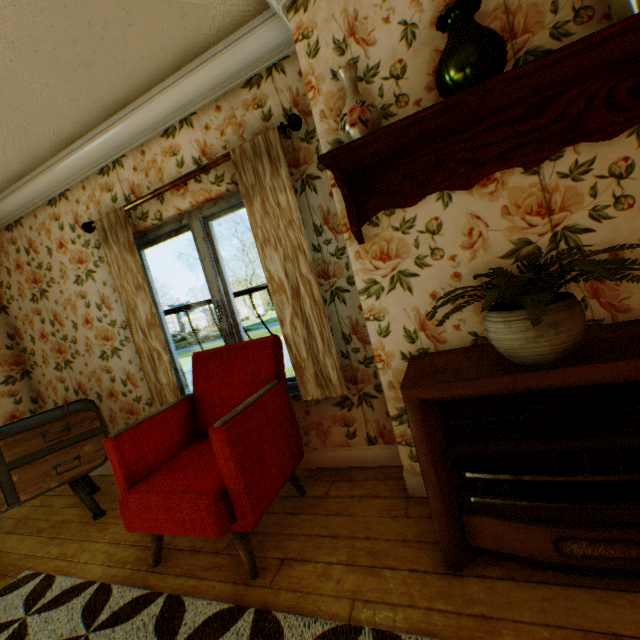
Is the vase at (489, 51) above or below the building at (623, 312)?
above

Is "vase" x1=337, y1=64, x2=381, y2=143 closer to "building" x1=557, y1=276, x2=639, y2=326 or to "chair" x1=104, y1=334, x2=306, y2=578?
"building" x1=557, y1=276, x2=639, y2=326

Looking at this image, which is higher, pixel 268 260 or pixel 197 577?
pixel 268 260

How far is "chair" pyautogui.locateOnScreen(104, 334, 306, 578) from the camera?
1.7m

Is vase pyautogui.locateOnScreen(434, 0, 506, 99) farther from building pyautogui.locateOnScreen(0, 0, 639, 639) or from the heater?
the heater

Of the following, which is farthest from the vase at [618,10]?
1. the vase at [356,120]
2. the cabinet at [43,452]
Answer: the cabinet at [43,452]

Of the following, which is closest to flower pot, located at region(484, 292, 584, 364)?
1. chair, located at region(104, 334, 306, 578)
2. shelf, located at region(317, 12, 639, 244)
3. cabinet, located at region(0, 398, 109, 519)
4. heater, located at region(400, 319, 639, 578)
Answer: heater, located at region(400, 319, 639, 578)

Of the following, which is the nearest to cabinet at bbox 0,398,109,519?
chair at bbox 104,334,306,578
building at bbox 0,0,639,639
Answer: building at bbox 0,0,639,639
